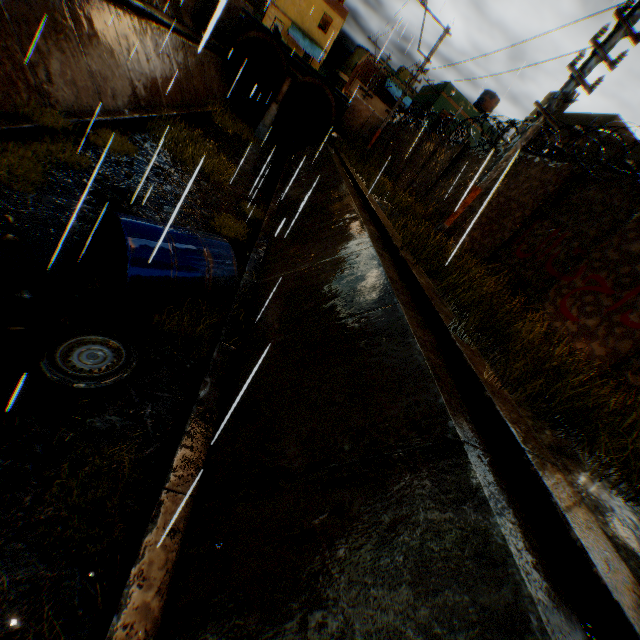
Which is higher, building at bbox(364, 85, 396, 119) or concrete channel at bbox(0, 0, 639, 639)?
building at bbox(364, 85, 396, 119)

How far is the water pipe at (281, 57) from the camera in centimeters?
2034cm

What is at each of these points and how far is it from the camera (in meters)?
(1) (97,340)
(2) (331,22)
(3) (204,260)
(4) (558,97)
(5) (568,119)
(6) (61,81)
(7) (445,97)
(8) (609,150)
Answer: (1) wheel, 3.99
(2) building, 37.12
(3) water tank, 5.16
(4) electric pole, 6.04
(5) building, 15.16
(6) concrete channel, 6.98
(7) building, 24.64
(8) building, 12.21

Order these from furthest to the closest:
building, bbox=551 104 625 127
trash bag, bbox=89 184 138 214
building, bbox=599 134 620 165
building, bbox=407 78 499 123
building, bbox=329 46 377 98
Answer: building, bbox=329 46 377 98 → building, bbox=407 78 499 123 → building, bbox=551 104 625 127 → building, bbox=599 134 620 165 → trash bag, bbox=89 184 138 214

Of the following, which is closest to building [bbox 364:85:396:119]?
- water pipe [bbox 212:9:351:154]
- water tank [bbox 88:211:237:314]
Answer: water pipe [bbox 212:9:351:154]

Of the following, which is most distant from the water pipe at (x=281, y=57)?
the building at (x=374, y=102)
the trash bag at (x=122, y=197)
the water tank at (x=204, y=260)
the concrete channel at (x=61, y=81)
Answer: the water tank at (x=204, y=260)

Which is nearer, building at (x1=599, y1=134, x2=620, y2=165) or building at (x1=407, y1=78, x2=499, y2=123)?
building at (x1=599, y1=134, x2=620, y2=165)

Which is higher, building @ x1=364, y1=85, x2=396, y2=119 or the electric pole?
building @ x1=364, y1=85, x2=396, y2=119
